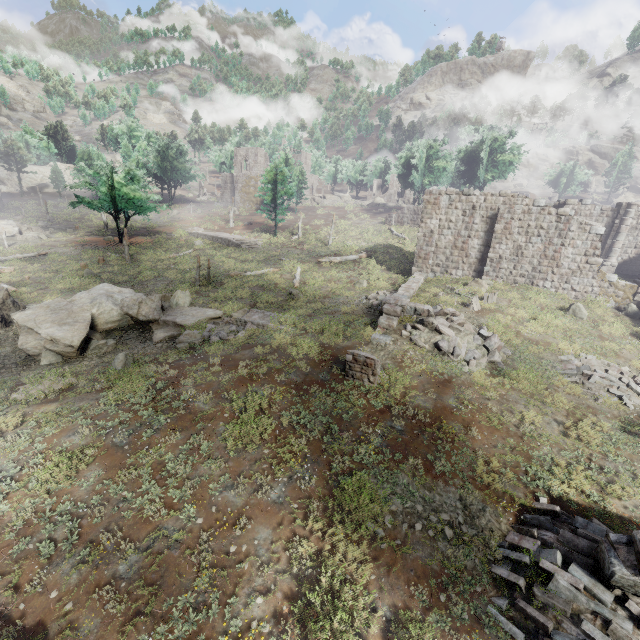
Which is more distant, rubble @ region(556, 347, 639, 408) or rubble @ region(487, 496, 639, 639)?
rubble @ region(556, 347, 639, 408)

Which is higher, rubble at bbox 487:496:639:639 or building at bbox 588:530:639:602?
building at bbox 588:530:639:602

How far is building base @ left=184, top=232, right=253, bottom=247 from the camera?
40.5 meters

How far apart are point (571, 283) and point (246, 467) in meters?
23.7

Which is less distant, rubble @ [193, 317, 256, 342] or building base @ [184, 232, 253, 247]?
rubble @ [193, 317, 256, 342]

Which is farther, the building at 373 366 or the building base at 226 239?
the building base at 226 239

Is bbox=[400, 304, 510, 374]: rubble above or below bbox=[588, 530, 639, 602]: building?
above

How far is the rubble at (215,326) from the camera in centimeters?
1605cm
